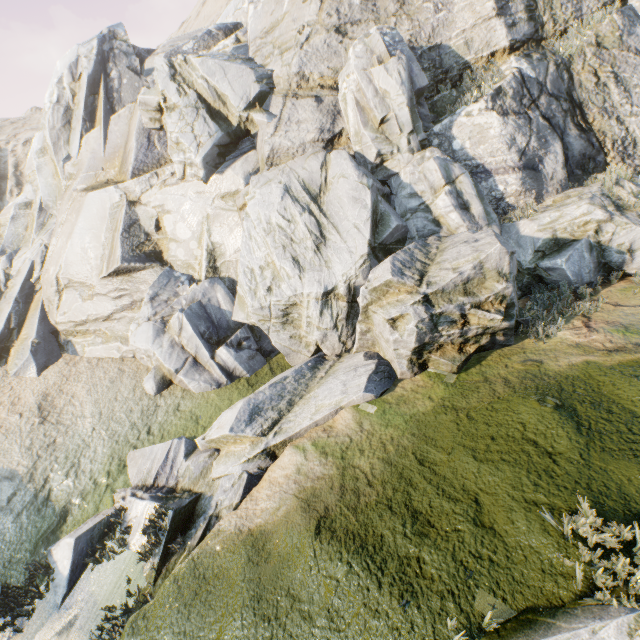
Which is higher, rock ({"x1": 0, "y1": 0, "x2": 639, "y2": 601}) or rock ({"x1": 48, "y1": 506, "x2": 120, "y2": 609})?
rock ({"x1": 0, "y1": 0, "x2": 639, "y2": 601})

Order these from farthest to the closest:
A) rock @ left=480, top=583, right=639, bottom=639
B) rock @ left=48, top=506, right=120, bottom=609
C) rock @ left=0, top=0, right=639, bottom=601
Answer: rock @ left=0, top=0, right=639, bottom=601 < rock @ left=48, top=506, right=120, bottom=609 < rock @ left=480, top=583, right=639, bottom=639

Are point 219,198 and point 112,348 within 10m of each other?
yes

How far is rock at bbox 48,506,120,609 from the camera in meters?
6.6

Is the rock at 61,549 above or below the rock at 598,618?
below

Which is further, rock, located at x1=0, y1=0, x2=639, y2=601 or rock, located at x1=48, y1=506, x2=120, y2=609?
rock, located at x1=0, y1=0, x2=639, y2=601

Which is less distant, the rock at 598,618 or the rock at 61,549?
the rock at 598,618
